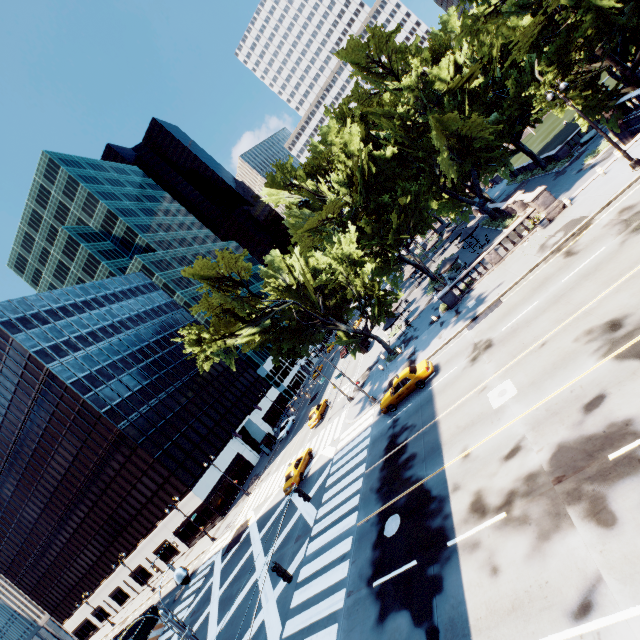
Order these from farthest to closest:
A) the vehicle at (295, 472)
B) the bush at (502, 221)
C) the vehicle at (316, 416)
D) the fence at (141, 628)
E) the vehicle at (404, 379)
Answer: the vehicle at (316, 416) < the bush at (502, 221) < the fence at (141, 628) < the vehicle at (295, 472) < the vehicle at (404, 379)

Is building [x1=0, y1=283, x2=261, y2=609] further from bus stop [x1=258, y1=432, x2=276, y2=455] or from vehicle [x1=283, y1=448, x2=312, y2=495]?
vehicle [x1=283, y1=448, x2=312, y2=495]

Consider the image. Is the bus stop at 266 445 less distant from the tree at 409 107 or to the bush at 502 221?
the tree at 409 107

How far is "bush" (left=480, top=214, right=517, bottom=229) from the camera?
34.3 meters

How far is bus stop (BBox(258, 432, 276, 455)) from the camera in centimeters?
5122cm

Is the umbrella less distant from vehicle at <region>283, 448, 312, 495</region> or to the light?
vehicle at <region>283, 448, 312, 495</region>

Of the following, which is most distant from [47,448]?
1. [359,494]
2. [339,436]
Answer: [359,494]

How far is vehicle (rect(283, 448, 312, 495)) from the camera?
28.95m
